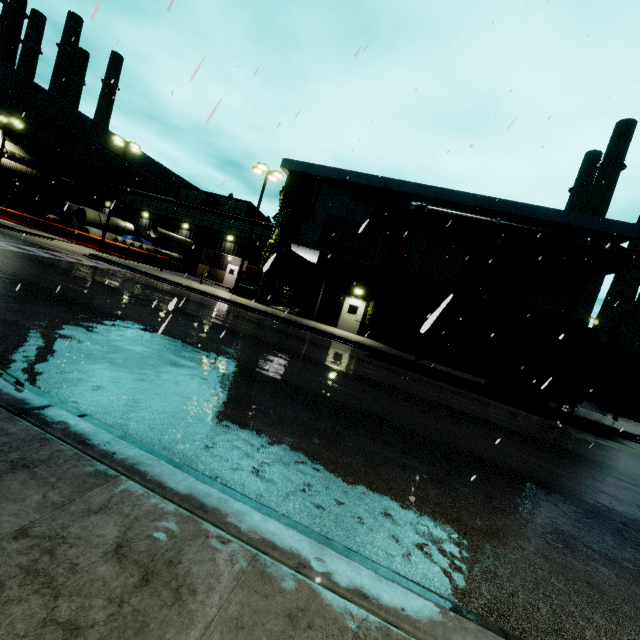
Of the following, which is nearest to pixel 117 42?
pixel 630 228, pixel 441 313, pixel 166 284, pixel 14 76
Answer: pixel 441 313

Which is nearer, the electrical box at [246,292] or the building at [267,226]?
the electrical box at [246,292]

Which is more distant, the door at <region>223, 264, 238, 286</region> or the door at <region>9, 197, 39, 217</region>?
the door at <region>223, 264, 238, 286</region>

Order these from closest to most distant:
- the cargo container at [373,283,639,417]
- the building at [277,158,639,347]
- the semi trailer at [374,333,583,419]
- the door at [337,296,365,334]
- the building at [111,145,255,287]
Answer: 1. the cargo container at [373,283,639,417]
2. the semi trailer at [374,333,583,419]
3. the building at [277,158,639,347]
4. the door at [337,296,365,334]
5. the building at [111,145,255,287]

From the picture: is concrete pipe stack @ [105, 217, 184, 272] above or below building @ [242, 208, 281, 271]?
below

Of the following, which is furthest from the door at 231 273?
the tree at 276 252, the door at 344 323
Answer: the door at 344 323

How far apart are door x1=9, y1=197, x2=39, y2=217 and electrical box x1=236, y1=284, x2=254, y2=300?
19.5m

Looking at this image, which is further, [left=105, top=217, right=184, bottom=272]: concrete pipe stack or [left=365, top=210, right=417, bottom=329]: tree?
[left=105, top=217, right=184, bottom=272]: concrete pipe stack
